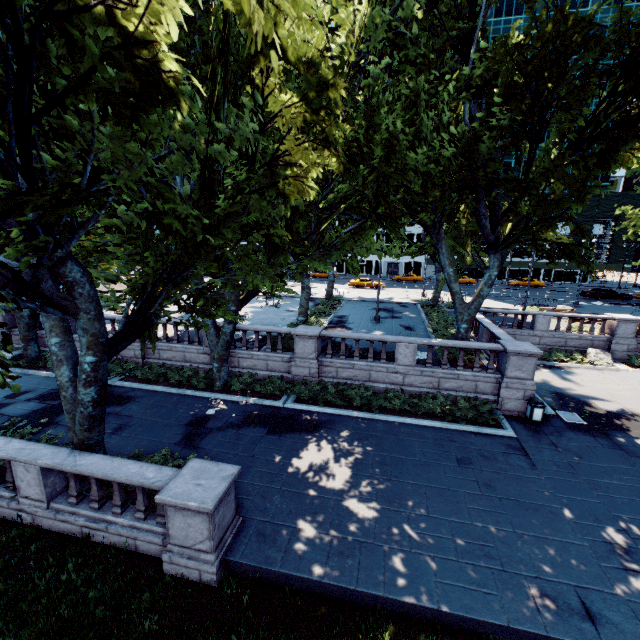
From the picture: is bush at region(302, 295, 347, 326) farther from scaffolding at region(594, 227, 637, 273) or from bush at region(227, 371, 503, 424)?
scaffolding at region(594, 227, 637, 273)

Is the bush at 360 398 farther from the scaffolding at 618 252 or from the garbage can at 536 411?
the scaffolding at 618 252

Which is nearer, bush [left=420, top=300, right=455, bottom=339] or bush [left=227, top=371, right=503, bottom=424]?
bush [left=227, top=371, right=503, bottom=424]

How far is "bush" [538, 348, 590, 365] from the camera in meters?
21.5

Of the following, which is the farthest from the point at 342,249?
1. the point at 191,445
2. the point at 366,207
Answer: the point at 191,445

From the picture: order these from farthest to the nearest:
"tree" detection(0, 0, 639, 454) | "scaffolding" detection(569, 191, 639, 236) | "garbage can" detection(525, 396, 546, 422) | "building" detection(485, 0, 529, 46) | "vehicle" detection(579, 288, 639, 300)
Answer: "building" detection(485, 0, 529, 46) → "scaffolding" detection(569, 191, 639, 236) → "vehicle" detection(579, 288, 639, 300) → "garbage can" detection(525, 396, 546, 422) → "tree" detection(0, 0, 639, 454)

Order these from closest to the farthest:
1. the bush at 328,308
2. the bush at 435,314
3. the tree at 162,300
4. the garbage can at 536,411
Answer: the tree at 162,300
the garbage can at 536,411
the bush at 435,314
the bush at 328,308

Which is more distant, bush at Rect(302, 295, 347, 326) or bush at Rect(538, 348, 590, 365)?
bush at Rect(302, 295, 347, 326)
